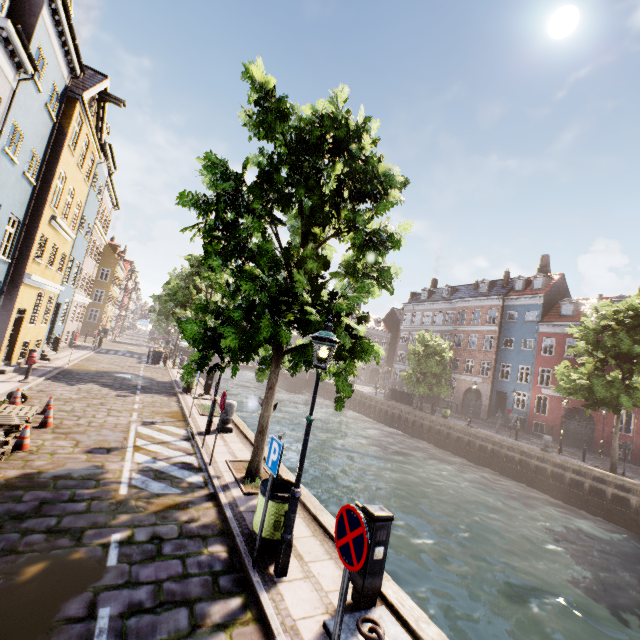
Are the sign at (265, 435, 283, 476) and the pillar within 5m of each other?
no

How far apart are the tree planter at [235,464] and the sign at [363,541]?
4.6m

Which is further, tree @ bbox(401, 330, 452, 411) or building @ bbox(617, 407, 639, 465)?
tree @ bbox(401, 330, 452, 411)

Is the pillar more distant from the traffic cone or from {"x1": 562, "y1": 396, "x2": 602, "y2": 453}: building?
{"x1": 562, "y1": 396, "x2": 602, "y2": 453}: building

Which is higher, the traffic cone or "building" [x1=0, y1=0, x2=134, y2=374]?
"building" [x1=0, y1=0, x2=134, y2=374]

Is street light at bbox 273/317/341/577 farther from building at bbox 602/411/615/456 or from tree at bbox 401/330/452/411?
building at bbox 602/411/615/456

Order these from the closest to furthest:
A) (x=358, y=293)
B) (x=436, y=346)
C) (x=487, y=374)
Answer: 1. (x=358, y=293)
2. (x=436, y=346)
3. (x=487, y=374)

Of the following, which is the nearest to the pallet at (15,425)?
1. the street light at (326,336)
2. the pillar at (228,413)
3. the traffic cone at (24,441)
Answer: the traffic cone at (24,441)
